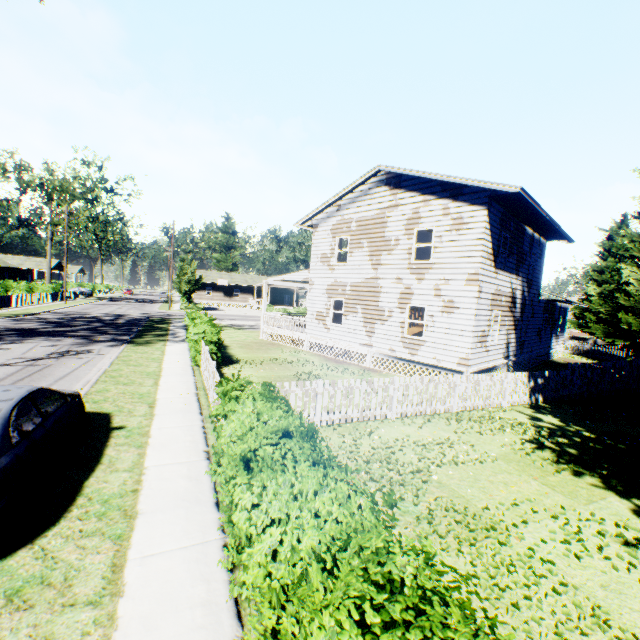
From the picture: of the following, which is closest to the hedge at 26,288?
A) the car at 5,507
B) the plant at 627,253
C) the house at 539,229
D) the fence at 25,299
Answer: the fence at 25,299

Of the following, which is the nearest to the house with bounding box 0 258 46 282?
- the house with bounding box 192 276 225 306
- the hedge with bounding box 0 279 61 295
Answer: the hedge with bounding box 0 279 61 295

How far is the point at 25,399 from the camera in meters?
5.1 m

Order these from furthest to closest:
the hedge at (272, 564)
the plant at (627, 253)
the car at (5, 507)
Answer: the plant at (627, 253) < the car at (5, 507) < the hedge at (272, 564)

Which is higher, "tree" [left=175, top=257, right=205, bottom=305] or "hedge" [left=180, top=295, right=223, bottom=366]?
"tree" [left=175, top=257, right=205, bottom=305]

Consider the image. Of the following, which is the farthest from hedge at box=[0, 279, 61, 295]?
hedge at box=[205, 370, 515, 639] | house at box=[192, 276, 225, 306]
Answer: hedge at box=[205, 370, 515, 639]

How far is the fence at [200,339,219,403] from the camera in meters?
8.8 m

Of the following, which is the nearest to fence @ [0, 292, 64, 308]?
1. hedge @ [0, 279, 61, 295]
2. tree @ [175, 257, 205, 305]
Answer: hedge @ [0, 279, 61, 295]
